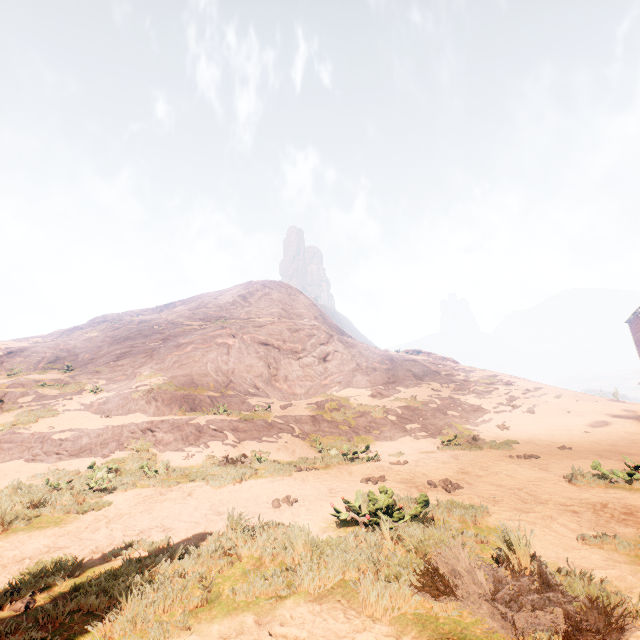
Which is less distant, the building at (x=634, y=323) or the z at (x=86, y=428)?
the z at (x=86, y=428)

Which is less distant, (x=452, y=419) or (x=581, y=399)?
(x=452, y=419)

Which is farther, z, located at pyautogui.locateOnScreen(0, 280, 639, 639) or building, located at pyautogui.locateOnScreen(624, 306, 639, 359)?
building, located at pyautogui.locateOnScreen(624, 306, 639, 359)

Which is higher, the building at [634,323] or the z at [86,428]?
the building at [634,323]

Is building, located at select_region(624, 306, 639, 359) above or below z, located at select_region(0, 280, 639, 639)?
above
